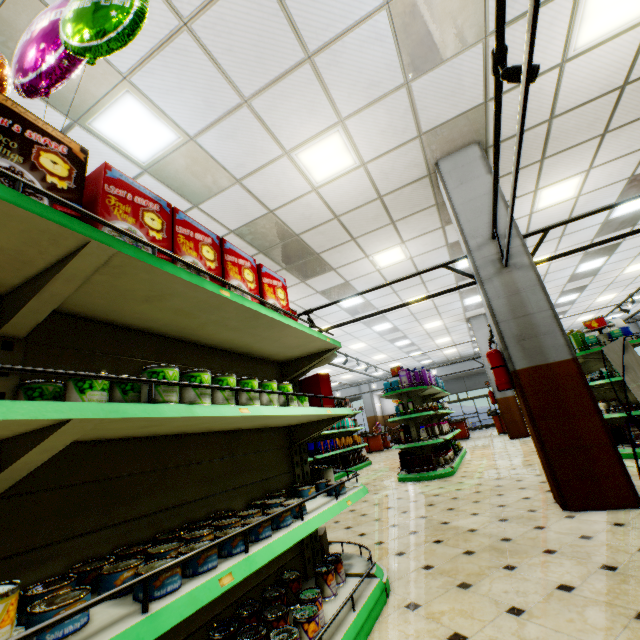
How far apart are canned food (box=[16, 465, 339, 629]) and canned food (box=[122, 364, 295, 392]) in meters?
0.5 m

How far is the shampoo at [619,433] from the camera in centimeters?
611cm

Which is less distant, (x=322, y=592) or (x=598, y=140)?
(x=322, y=592)

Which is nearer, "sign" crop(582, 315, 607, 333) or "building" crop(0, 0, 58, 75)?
"building" crop(0, 0, 58, 75)

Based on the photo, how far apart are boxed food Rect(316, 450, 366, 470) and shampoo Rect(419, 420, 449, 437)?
3.5 meters

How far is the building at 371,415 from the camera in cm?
2489

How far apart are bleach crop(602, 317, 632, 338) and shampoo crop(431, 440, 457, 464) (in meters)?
4.17

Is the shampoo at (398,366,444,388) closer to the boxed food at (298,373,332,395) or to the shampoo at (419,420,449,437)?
the shampoo at (419,420,449,437)
